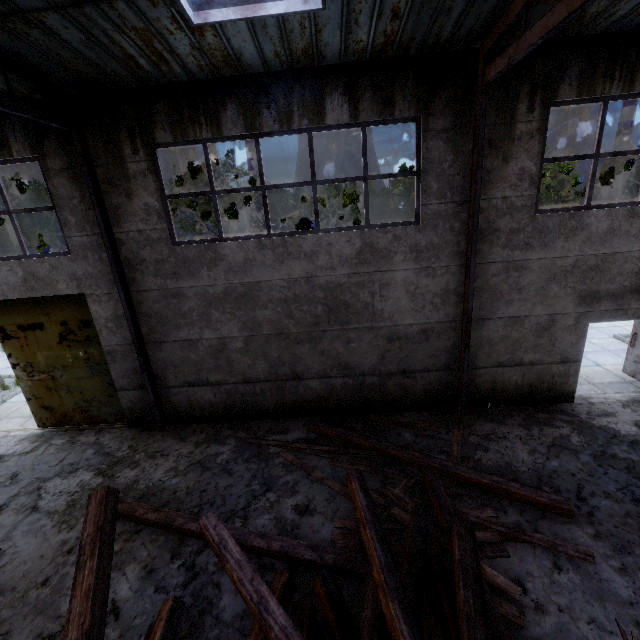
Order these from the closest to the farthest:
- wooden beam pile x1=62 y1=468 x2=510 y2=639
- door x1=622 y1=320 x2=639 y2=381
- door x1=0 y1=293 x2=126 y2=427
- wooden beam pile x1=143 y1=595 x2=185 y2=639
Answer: wooden beam pile x1=62 y1=468 x2=510 y2=639
wooden beam pile x1=143 y1=595 x2=185 y2=639
door x1=0 y1=293 x2=126 y2=427
door x1=622 y1=320 x2=639 y2=381

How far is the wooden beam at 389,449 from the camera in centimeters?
555cm

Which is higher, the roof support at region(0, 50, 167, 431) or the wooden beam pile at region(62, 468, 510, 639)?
the roof support at region(0, 50, 167, 431)

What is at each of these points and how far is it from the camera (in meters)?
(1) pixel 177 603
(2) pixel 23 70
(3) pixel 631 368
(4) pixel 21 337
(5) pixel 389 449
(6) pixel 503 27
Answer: (1) wooden beam pile, 4.34
(2) roof support, 5.36
(3) door, 9.19
(4) door, 8.40
(5) wooden beam, 7.01
(6) roof support, 5.16

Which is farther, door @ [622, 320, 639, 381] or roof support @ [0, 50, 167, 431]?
door @ [622, 320, 639, 381]

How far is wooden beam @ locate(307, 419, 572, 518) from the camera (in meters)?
5.55

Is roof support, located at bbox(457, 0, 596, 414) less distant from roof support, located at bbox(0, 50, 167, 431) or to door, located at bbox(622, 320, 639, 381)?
door, located at bbox(622, 320, 639, 381)

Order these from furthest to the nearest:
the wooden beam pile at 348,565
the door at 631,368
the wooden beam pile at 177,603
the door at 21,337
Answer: the door at 631,368
the door at 21,337
the wooden beam pile at 177,603
the wooden beam pile at 348,565
